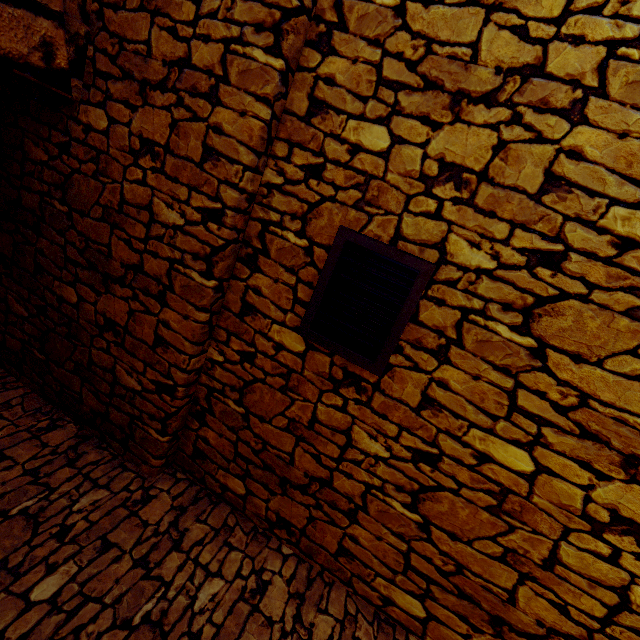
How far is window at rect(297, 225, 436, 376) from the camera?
1.8m

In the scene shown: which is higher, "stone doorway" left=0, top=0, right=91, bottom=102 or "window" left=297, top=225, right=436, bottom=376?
"stone doorway" left=0, top=0, right=91, bottom=102

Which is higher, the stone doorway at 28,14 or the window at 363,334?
the stone doorway at 28,14

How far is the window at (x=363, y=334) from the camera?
1.8 meters

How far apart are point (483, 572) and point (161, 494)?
2.2m
